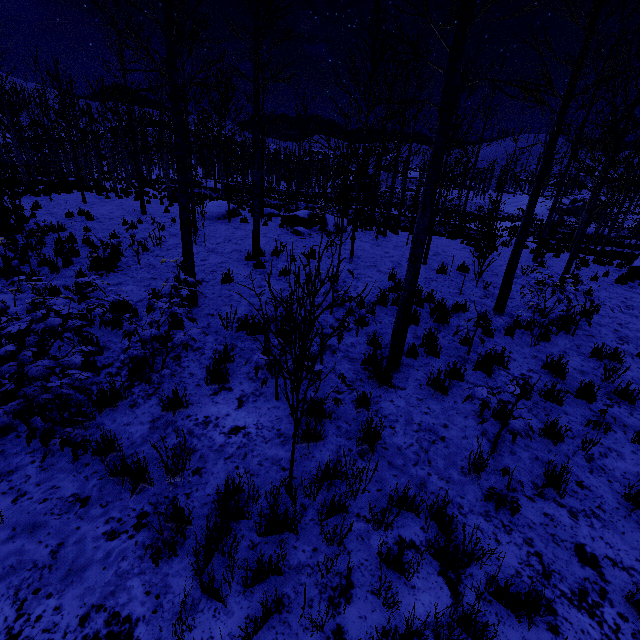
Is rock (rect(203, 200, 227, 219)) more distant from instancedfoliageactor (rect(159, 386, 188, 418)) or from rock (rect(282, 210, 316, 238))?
rock (rect(282, 210, 316, 238))

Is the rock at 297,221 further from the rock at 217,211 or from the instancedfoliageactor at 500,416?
the rock at 217,211

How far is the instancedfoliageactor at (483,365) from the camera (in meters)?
5.46

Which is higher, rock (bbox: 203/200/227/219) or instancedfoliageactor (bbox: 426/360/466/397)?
rock (bbox: 203/200/227/219)

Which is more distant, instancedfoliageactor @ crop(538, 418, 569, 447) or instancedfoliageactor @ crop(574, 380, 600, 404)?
instancedfoliageactor @ crop(574, 380, 600, 404)

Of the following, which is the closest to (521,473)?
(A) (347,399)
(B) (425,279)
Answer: (A) (347,399)

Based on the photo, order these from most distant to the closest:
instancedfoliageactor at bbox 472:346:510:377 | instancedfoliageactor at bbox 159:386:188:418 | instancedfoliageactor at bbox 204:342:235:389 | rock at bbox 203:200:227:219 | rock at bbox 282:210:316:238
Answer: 1. rock at bbox 203:200:227:219
2. rock at bbox 282:210:316:238
3. instancedfoliageactor at bbox 472:346:510:377
4. instancedfoliageactor at bbox 204:342:235:389
5. instancedfoliageactor at bbox 159:386:188:418
